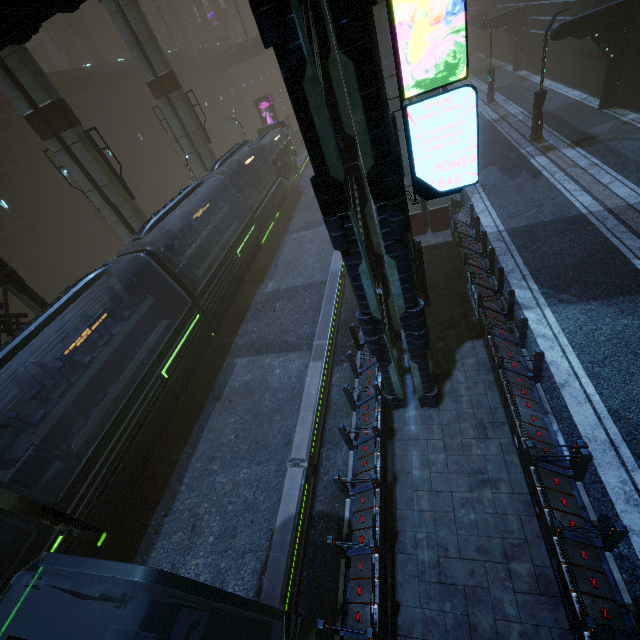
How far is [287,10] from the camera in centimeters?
378cm

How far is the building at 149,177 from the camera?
30.91m

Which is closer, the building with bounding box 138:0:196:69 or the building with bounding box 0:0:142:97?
the building with bounding box 0:0:142:97

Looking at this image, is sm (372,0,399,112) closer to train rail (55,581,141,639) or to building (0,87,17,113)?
building (0,87,17,113)

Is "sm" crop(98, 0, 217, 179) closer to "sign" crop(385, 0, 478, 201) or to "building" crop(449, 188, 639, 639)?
"building" crop(449, 188, 639, 639)

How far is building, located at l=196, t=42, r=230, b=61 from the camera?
52.22m

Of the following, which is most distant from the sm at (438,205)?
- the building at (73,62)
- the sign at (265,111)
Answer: the sign at (265,111)

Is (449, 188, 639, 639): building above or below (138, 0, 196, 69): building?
below
